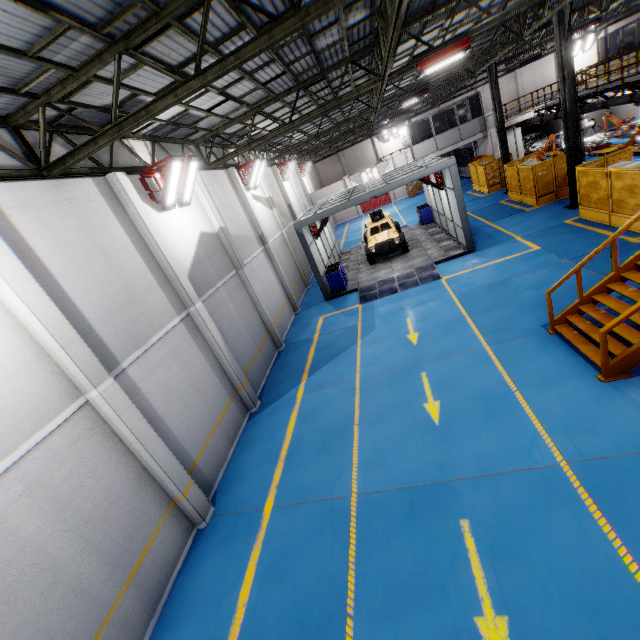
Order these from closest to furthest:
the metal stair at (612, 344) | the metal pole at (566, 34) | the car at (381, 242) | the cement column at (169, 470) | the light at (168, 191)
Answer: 1. the cement column at (169, 470)
2. the metal stair at (612, 344)
3. the light at (168, 191)
4. the metal pole at (566, 34)
5. the car at (381, 242)

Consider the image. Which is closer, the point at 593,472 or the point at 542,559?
the point at 542,559

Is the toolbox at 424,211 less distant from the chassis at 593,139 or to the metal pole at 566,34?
the metal pole at 566,34

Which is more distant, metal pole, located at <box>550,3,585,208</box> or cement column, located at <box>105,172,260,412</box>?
metal pole, located at <box>550,3,585,208</box>

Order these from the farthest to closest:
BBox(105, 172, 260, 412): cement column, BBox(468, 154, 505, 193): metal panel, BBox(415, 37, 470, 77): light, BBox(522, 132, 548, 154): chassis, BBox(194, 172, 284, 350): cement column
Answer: BBox(522, 132, 548, 154): chassis
BBox(468, 154, 505, 193): metal panel
BBox(194, 172, 284, 350): cement column
BBox(415, 37, 470, 77): light
BBox(105, 172, 260, 412): cement column

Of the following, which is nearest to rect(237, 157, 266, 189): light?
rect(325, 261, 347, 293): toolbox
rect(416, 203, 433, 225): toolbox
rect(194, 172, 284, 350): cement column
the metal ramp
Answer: rect(194, 172, 284, 350): cement column

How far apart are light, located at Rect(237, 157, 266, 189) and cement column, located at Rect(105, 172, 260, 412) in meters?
8.5 m

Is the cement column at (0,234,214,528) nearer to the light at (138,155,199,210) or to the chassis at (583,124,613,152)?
the light at (138,155,199,210)
